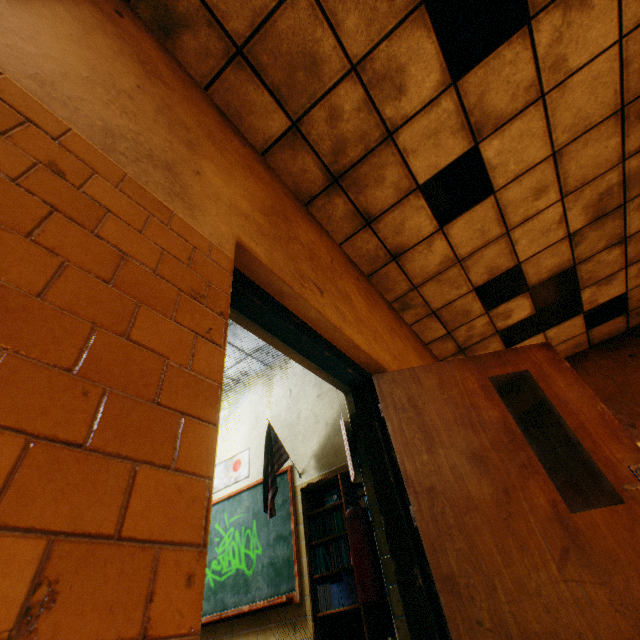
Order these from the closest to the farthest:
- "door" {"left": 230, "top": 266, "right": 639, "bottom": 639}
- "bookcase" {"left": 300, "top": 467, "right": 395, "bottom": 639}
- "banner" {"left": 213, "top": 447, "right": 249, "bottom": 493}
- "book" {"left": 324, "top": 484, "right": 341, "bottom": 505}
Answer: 1. "door" {"left": 230, "top": 266, "right": 639, "bottom": 639}
2. "bookcase" {"left": 300, "top": 467, "right": 395, "bottom": 639}
3. "book" {"left": 324, "top": 484, "right": 341, "bottom": 505}
4. "banner" {"left": 213, "top": 447, "right": 249, "bottom": 493}

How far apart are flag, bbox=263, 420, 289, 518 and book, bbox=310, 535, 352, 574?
0.4m

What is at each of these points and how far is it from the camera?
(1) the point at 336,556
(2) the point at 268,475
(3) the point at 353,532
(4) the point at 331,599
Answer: (1) book, 2.86m
(2) flag, 3.53m
(3) fire extinguisher, 2.20m
(4) book, 2.68m

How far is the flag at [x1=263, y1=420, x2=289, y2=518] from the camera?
3.2m

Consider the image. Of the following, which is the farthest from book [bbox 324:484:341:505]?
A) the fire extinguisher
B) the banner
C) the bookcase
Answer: the banner

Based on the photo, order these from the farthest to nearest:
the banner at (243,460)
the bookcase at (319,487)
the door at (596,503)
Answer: the banner at (243,460)
the bookcase at (319,487)
the door at (596,503)

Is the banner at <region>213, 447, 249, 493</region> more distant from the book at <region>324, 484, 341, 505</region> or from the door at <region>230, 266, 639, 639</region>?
the door at <region>230, 266, 639, 639</region>

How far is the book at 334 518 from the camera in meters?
3.0 m
